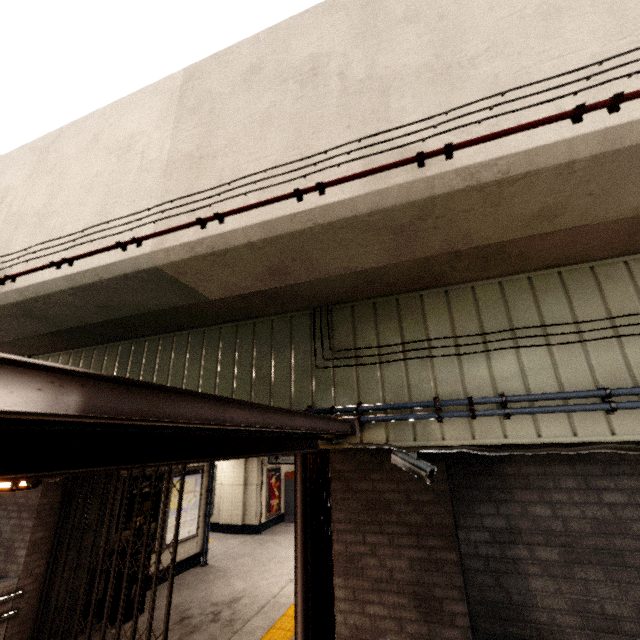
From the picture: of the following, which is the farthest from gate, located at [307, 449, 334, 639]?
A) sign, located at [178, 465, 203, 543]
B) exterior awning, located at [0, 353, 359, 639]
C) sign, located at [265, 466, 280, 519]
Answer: sign, located at [265, 466, 280, 519]

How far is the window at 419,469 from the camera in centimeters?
328cm

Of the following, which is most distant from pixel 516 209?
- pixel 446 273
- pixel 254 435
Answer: pixel 254 435

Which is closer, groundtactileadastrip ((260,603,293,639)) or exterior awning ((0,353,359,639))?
exterior awning ((0,353,359,639))

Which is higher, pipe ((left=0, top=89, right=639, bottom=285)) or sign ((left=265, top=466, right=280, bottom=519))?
pipe ((left=0, top=89, right=639, bottom=285))

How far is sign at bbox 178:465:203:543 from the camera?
8.5 meters

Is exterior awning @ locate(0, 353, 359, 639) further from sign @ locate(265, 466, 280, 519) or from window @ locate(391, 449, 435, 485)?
sign @ locate(265, 466, 280, 519)

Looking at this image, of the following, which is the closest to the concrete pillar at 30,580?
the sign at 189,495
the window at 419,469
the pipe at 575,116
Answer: the sign at 189,495
